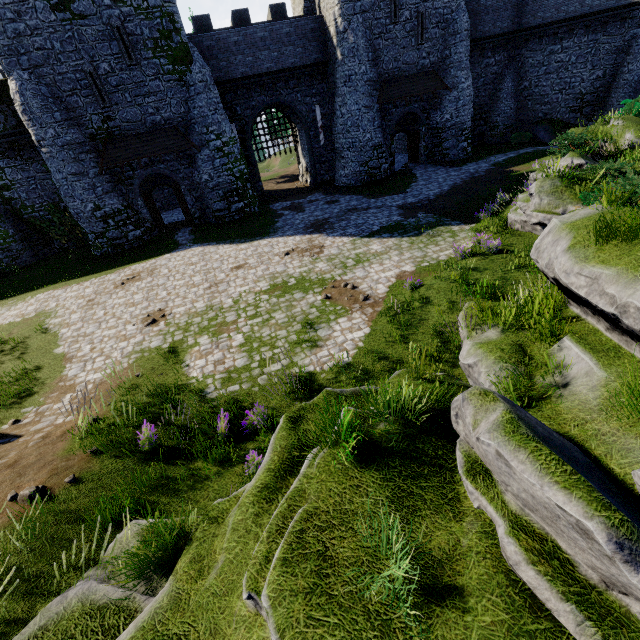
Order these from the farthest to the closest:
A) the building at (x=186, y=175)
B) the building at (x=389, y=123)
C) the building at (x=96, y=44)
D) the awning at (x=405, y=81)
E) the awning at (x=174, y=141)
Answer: the building at (x=389, y=123), the awning at (x=405, y=81), the building at (x=186, y=175), the awning at (x=174, y=141), the building at (x=96, y=44)

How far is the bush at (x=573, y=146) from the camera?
14.32m

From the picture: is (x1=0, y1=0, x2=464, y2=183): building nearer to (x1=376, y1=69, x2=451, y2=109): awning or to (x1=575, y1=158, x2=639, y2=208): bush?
(x1=376, y1=69, x2=451, y2=109): awning

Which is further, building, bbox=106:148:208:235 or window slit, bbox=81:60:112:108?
building, bbox=106:148:208:235

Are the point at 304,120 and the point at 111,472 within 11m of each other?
no

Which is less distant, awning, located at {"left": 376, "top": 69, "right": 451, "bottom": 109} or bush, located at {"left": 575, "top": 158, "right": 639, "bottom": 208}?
bush, located at {"left": 575, "top": 158, "right": 639, "bottom": 208}

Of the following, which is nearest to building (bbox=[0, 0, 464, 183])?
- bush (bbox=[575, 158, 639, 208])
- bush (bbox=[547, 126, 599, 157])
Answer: bush (bbox=[547, 126, 599, 157])

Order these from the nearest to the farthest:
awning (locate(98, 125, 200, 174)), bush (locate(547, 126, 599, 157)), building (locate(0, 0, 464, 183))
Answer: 1. bush (locate(547, 126, 599, 157))
2. building (locate(0, 0, 464, 183))
3. awning (locate(98, 125, 200, 174))
